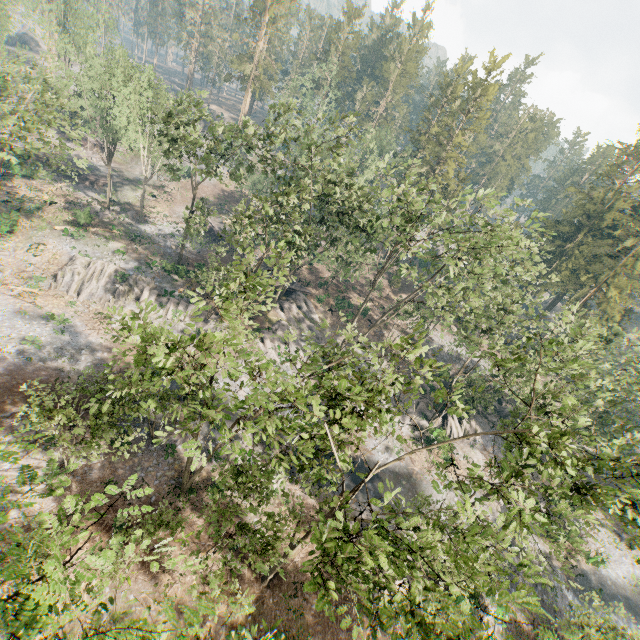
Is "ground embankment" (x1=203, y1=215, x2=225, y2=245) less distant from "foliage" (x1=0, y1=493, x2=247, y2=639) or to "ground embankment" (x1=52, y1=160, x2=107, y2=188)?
"ground embankment" (x1=52, y1=160, x2=107, y2=188)

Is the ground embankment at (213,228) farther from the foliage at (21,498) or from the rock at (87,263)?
the foliage at (21,498)

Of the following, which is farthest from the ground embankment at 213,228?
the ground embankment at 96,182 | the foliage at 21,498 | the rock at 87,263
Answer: the foliage at 21,498

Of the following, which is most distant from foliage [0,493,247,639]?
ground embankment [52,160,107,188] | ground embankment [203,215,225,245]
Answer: ground embankment [203,215,225,245]

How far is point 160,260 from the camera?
41.3 meters

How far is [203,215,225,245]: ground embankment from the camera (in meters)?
50.28

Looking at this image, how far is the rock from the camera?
34.6m

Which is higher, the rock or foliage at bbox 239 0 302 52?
foliage at bbox 239 0 302 52
